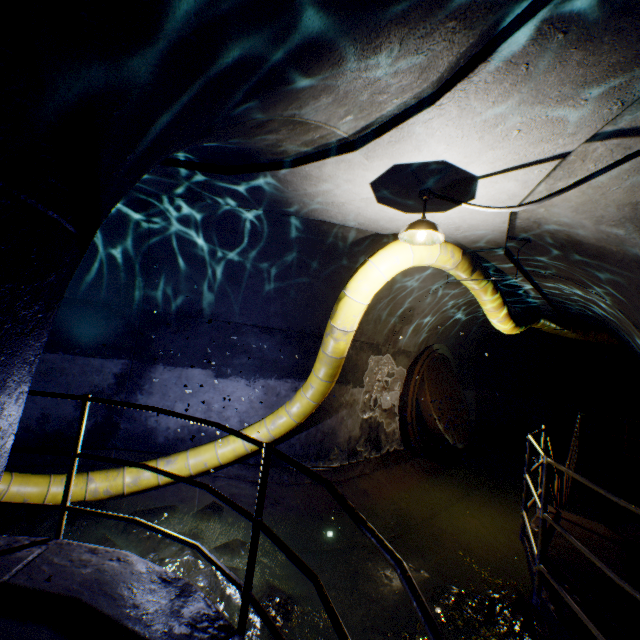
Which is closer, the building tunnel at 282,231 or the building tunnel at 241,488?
the building tunnel at 282,231

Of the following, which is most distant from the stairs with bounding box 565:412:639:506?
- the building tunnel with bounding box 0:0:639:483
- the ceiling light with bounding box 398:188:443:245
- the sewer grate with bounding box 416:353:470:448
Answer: the ceiling light with bounding box 398:188:443:245

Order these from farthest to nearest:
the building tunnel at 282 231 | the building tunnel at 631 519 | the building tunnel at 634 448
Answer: the building tunnel at 634 448 < the building tunnel at 631 519 < the building tunnel at 282 231

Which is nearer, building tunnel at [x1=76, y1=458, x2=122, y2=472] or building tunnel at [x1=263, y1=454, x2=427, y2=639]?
building tunnel at [x1=263, y1=454, x2=427, y2=639]

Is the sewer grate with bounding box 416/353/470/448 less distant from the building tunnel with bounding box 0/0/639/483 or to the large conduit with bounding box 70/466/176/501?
the building tunnel with bounding box 0/0/639/483

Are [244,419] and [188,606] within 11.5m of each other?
yes

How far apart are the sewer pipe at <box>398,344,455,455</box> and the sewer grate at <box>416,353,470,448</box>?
0.0m

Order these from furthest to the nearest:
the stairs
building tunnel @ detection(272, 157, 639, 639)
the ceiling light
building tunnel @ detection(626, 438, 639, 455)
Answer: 1. building tunnel @ detection(626, 438, 639, 455)
2. the stairs
3. building tunnel @ detection(272, 157, 639, 639)
4. the ceiling light
